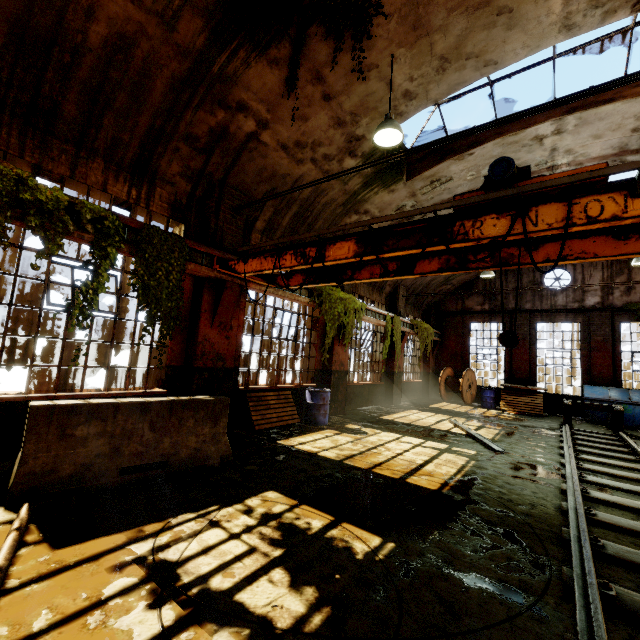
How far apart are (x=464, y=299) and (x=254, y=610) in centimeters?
1903cm

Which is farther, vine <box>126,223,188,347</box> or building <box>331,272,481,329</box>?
building <box>331,272,481,329</box>

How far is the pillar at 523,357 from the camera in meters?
16.3 m

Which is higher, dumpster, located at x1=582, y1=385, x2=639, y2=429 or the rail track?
dumpster, located at x1=582, y1=385, x2=639, y2=429

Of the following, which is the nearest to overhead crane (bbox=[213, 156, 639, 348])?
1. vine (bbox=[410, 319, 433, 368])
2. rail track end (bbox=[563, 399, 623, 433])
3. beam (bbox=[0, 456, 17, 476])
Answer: beam (bbox=[0, 456, 17, 476])

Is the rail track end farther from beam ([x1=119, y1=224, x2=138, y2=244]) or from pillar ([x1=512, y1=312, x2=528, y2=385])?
beam ([x1=119, y1=224, x2=138, y2=244])

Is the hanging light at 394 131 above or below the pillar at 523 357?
above

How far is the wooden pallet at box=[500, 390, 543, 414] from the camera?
14.34m
